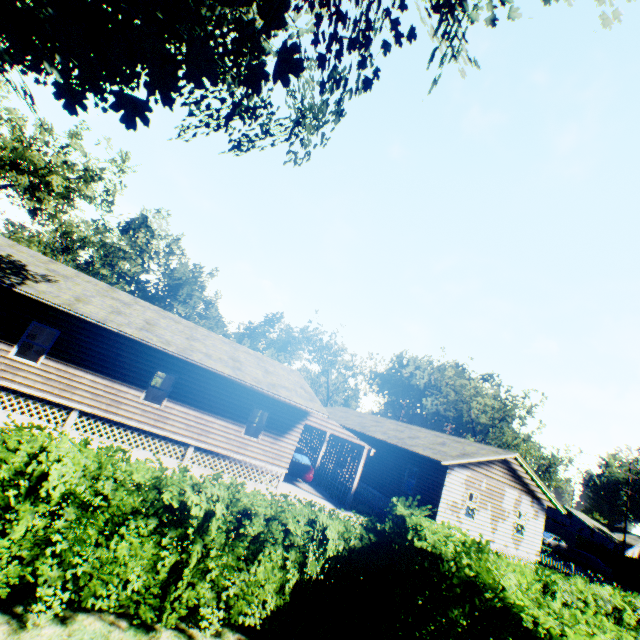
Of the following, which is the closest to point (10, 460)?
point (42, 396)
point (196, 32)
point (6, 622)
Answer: point (6, 622)

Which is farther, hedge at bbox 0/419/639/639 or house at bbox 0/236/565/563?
house at bbox 0/236/565/563

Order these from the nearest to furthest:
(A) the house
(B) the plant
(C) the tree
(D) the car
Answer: (B) the plant
(A) the house
(D) the car
(C) the tree

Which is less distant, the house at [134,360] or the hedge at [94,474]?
the hedge at [94,474]

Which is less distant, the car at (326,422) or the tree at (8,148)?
the car at (326,422)

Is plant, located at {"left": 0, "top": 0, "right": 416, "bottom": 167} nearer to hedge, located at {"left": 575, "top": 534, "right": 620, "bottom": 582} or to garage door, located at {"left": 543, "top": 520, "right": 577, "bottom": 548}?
hedge, located at {"left": 575, "top": 534, "right": 620, "bottom": 582}

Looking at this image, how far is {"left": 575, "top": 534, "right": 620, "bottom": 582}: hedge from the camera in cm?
3359

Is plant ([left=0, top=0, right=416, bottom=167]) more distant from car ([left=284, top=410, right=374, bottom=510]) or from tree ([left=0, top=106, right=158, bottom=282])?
car ([left=284, top=410, right=374, bottom=510])
